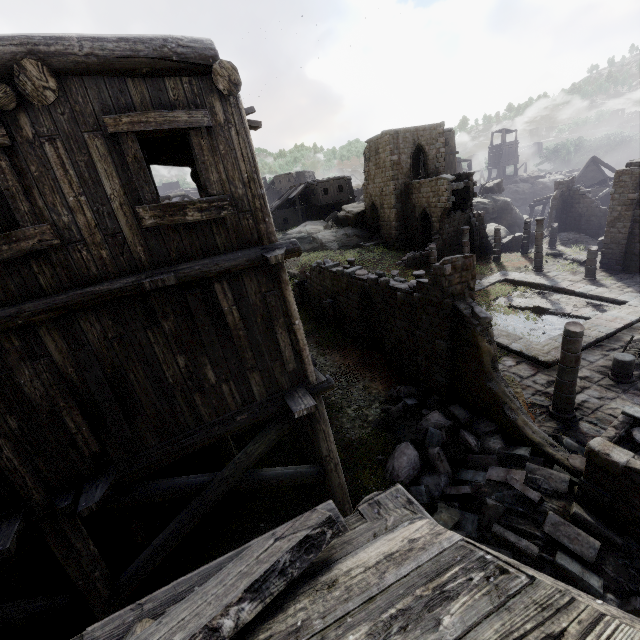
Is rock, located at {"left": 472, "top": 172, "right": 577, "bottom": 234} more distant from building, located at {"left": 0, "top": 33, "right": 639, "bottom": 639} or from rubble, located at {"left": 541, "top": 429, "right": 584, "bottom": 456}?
rubble, located at {"left": 541, "top": 429, "right": 584, "bottom": 456}

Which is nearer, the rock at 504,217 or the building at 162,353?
the building at 162,353

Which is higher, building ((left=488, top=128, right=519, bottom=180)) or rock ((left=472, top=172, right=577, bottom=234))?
building ((left=488, top=128, right=519, bottom=180))

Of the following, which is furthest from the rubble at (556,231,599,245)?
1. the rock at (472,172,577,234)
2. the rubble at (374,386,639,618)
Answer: the rubble at (374,386,639,618)

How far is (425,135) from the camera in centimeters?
2942cm

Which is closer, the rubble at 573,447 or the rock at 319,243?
the rubble at 573,447

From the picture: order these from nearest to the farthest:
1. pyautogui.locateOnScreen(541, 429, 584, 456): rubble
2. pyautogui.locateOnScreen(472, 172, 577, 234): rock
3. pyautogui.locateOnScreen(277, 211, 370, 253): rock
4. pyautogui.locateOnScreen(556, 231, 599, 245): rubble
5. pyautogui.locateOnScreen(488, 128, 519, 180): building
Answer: pyautogui.locateOnScreen(541, 429, 584, 456): rubble
pyautogui.locateOnScreen(556, 231, 599, 245): rubble
pyautogui.locateOnScreen(277, 211, 370, 253): rock
pyautogui.locateOnScreen(472, 172, 577, 234): rock
pyautogui.locateOnScreen(488, 128, 519, 180): building

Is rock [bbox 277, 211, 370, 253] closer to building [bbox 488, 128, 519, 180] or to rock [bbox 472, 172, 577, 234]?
building [bbox 488, 128, 519, 180]
